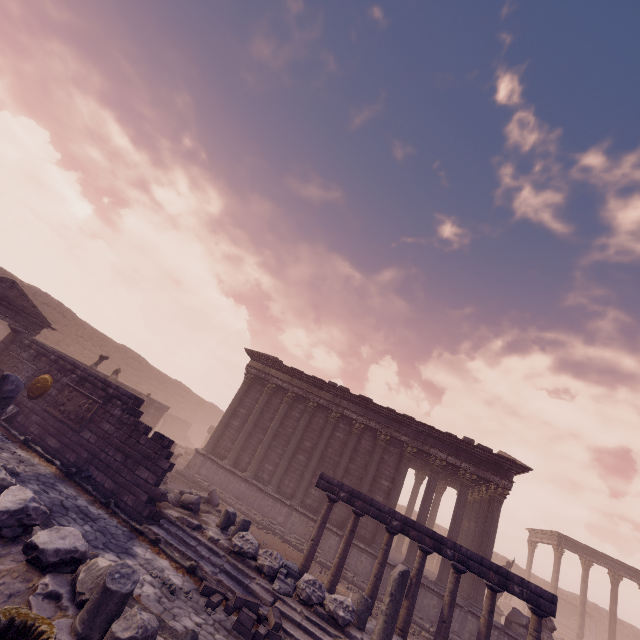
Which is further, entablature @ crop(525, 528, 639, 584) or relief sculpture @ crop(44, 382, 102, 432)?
entablature @ crop(525, 528, 639, 584)

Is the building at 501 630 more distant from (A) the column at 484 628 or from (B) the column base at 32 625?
(B) the column base at 32 625

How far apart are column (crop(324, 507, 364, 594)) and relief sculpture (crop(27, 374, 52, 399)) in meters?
11.6

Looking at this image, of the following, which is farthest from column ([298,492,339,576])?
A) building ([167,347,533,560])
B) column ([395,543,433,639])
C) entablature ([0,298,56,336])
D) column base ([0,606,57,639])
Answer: entablature ([0,298,56,336])

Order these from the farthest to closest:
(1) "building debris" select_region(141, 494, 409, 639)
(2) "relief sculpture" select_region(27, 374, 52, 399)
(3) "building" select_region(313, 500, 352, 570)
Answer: (3) "building" select_region(313, 500, 352, 570)
(2) "relief sculpture" select_region(27, 374, 52, 399)
(1) "building debris" select_region(141, 494, 409, 639)

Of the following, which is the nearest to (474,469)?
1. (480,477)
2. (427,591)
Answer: (480,477)

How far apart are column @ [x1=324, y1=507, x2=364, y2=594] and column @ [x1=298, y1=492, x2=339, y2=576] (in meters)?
0.44

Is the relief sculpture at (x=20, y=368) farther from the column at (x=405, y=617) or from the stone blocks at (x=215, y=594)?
the column at (x=405, y=617)
